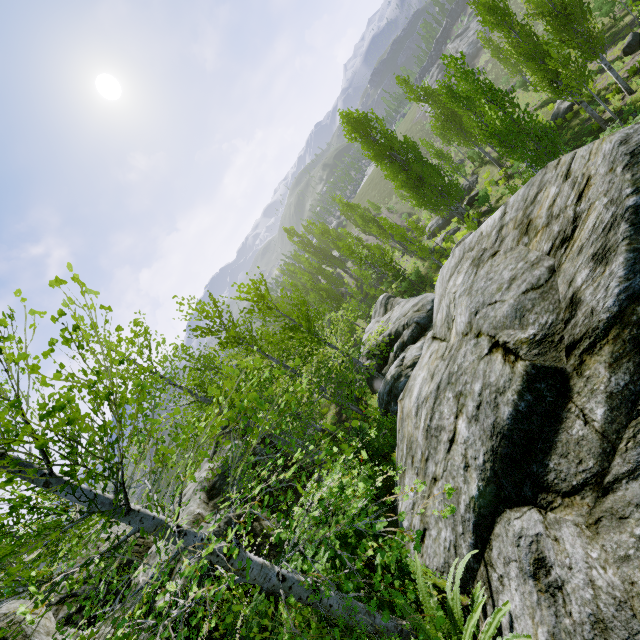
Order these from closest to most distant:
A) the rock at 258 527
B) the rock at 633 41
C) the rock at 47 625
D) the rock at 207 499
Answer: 1. the rock at 47 625
2. the rock at 258 527
3. the rock at 207 499
4. the rock at 633 41

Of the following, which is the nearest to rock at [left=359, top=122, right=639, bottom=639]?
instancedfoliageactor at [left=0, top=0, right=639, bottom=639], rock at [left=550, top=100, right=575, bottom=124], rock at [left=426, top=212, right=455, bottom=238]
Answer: instancedfoliageactor at [left=0, top=0, right=639, bottom=639]

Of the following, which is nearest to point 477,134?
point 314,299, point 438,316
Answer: point 314,299

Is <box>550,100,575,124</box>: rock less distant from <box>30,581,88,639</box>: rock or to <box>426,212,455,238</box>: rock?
<box>426,212,455,238</box>: rock

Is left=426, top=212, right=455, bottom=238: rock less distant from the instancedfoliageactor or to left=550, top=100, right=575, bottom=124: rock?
the instancedfoliageactor

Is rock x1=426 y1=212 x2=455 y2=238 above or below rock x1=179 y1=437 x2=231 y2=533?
below

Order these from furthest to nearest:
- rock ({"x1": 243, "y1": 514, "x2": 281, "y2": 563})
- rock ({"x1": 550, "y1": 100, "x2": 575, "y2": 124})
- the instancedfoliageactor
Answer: rock ({"x1": 550, "y1": 100, "x2": 575, "y2": 124}) → rock ({"x1": 243, "y1": 514, "x2": 281, "y2": 563}) → the instancedfoliageactor

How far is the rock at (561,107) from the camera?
24.0 meters
